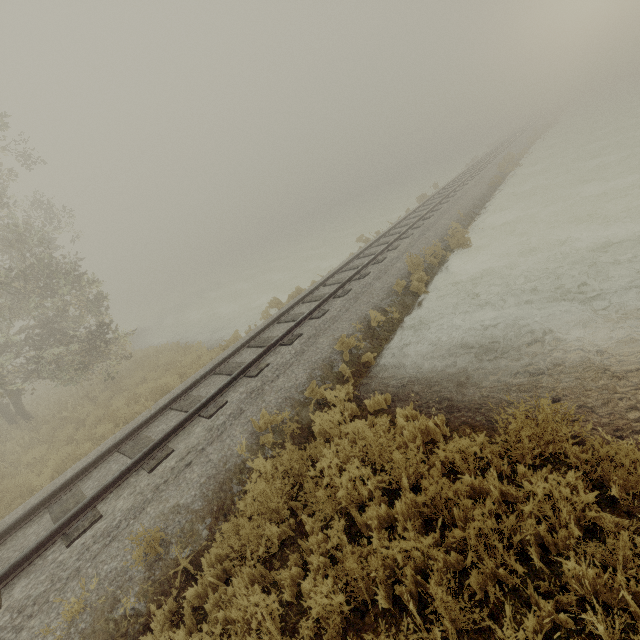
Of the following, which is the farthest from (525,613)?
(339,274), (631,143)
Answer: (631,143)
